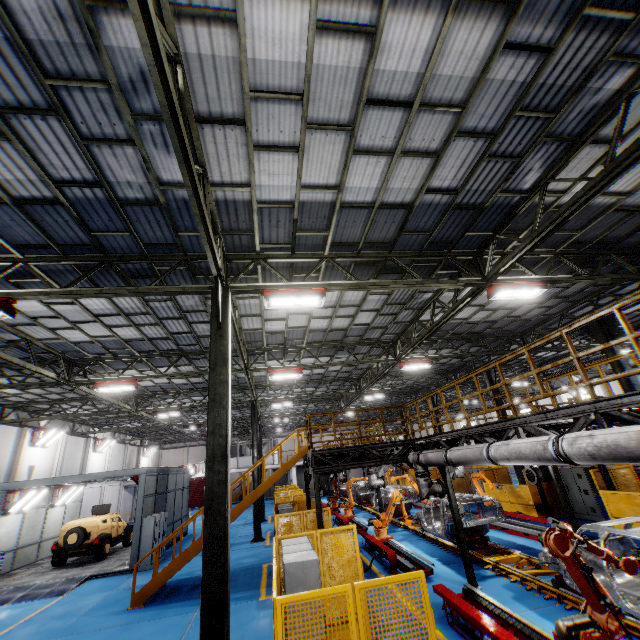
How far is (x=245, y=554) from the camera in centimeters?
1597cm

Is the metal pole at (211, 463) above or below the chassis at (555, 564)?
above

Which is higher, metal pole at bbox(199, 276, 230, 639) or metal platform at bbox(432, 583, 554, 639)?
metal pole at bbox(199, 276, 230, 639)

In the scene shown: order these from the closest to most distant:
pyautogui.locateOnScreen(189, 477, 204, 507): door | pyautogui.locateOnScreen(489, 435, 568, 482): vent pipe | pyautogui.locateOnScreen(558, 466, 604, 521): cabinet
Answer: pyautogui.locateOnScreen(489, 435, 568, 482): vent pipe < pyautogui.locateOnScreen(558, 466, 604, 521): cabinet < pyautogui.locateOnScreen(189, 477, 204, 507): door

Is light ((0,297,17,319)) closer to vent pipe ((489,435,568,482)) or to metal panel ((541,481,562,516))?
metal panel ((541,481,562,516))

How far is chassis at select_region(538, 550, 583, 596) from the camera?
7.3 meters

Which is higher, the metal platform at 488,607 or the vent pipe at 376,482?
the vent pipe at 376,482
